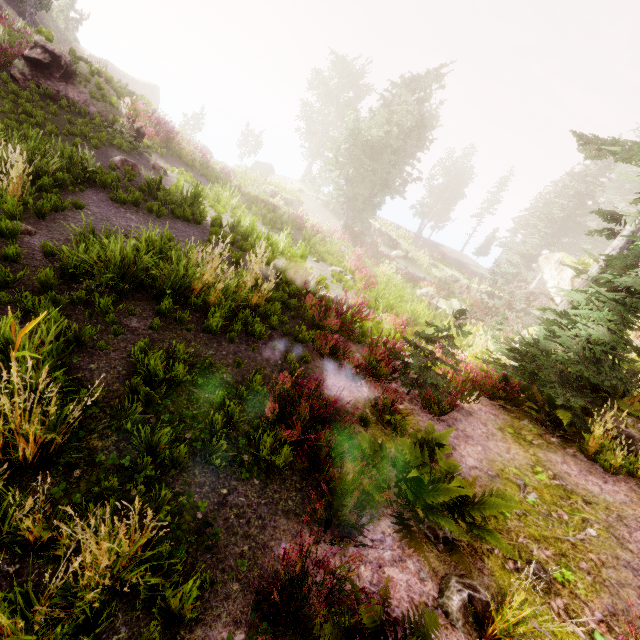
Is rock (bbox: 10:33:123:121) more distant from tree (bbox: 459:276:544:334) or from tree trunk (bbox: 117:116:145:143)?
tree (bbox: 459:276:544:334)

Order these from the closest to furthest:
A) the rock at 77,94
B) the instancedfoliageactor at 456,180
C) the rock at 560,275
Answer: the rock at 77,94, the rock at 560,275, the instancedfoliageactor at 456,180

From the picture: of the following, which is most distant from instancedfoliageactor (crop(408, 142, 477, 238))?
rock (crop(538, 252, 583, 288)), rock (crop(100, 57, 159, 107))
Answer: rock (crop(100, 57, 159, 107))

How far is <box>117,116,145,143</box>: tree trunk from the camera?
12.78m

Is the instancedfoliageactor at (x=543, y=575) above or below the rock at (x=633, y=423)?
below

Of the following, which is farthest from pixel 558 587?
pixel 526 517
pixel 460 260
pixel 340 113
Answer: pixel 340 113

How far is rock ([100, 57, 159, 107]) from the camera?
38.25m
